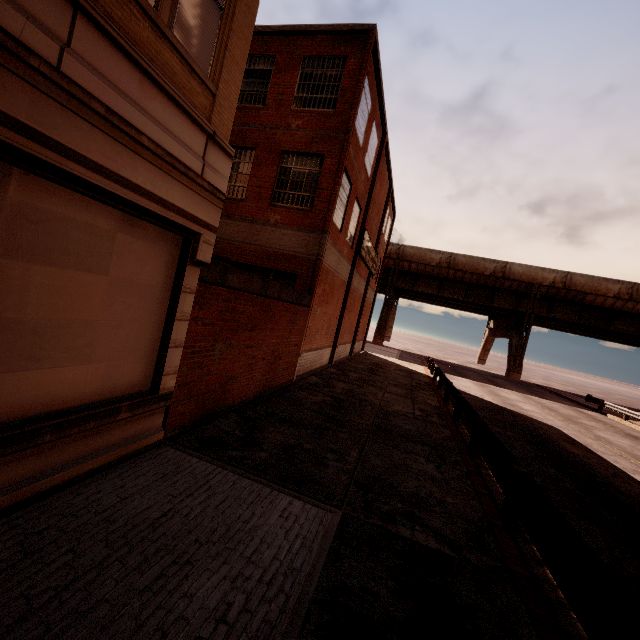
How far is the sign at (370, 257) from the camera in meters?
18.7

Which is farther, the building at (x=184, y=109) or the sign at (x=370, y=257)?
the sign at (x=370, y=257)

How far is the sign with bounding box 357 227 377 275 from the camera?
18.7m

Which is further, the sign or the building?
the sign

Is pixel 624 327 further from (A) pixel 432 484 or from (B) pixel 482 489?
(A) pixel 432 484
